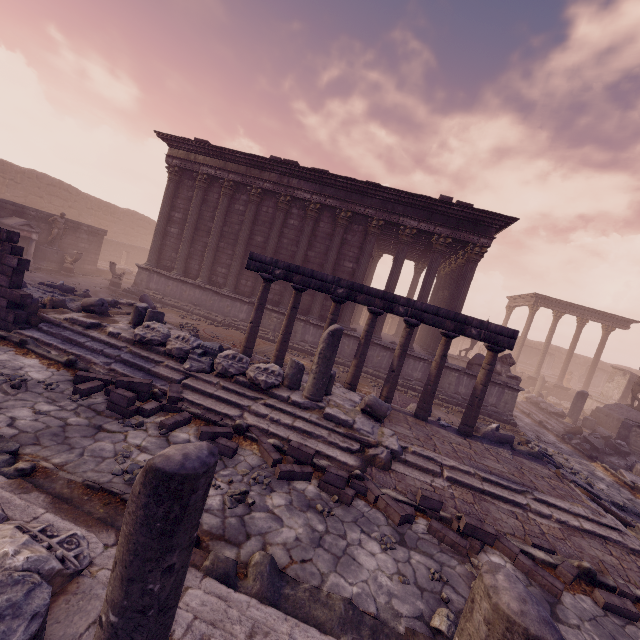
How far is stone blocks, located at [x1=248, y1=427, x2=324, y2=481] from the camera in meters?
5.0 m

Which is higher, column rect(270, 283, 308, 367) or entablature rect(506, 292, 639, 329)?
entablature rect(506, 292, 639, 329)

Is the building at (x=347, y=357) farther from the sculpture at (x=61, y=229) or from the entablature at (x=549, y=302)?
the entablature at (x=549, y=302)

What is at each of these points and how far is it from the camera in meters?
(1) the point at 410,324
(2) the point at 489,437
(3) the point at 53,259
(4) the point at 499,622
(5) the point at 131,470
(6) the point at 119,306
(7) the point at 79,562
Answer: (1) column, 8.7 m
(2) debris pile, 8.7 m
(3) pedestal, 15.8 m
(4) building debris, 1.3 m
(5) stone, 4.1 m
(6) debris pile, 10.6 m
(7) building debris, 2.2 m

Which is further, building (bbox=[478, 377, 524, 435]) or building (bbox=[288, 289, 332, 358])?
building (bbox=[288, 289, 332, 358])

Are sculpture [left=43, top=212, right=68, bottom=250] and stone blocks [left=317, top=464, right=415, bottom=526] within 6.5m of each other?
no

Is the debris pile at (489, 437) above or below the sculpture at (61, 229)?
below

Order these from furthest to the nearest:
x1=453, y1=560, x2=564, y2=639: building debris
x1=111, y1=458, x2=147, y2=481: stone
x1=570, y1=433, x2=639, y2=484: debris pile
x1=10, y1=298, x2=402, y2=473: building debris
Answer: x1=570, y1=433, x2=639, y2=484: debris pile
x1=10, y1=298, x2=402, y2=473: building debris
x1=111, y1=458, x2=147, y2=481: stone
x1=453, y1=560, x2=564, y2=639: building debris
